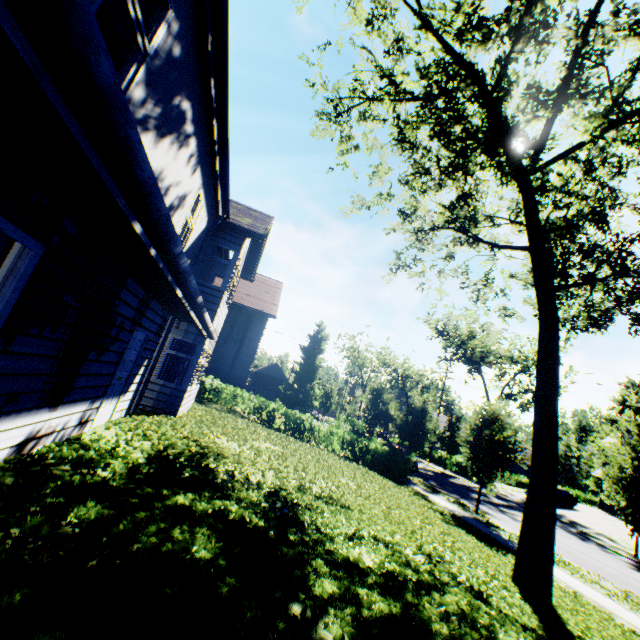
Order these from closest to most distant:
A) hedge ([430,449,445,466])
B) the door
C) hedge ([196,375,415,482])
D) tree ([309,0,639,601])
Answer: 1. the door
2. tree ([309,0,639,601])
3. hedge ([196,375,415,482])
4. hedge ([430,449,445,466])

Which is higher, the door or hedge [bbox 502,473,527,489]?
the door

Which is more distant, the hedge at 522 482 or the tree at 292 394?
the tree at 292 394

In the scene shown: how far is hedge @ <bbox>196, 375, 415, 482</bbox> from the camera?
19.1 meters

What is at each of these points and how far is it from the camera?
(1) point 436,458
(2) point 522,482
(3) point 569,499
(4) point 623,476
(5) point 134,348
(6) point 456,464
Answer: (1) hedge, 41.2m
(2) hedge, 43.8m
(3) car, 31.2m
(4) tree, 11.2m
(5) door, 7.6m
(6) hedge, 37.7m

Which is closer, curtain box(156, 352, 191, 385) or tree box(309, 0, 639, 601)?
tree box(309, 0, 639, 601)

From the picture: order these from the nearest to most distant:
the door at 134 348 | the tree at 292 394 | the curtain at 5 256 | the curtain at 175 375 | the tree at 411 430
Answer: the curtain at 5 256
the door at 134 348
the tree at 411 430
the curtain at 175 375
the tree at 292 394

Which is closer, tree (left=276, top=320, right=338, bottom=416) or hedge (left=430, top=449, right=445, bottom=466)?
hedge (left=430, top=449, right=445, bottom=466)
